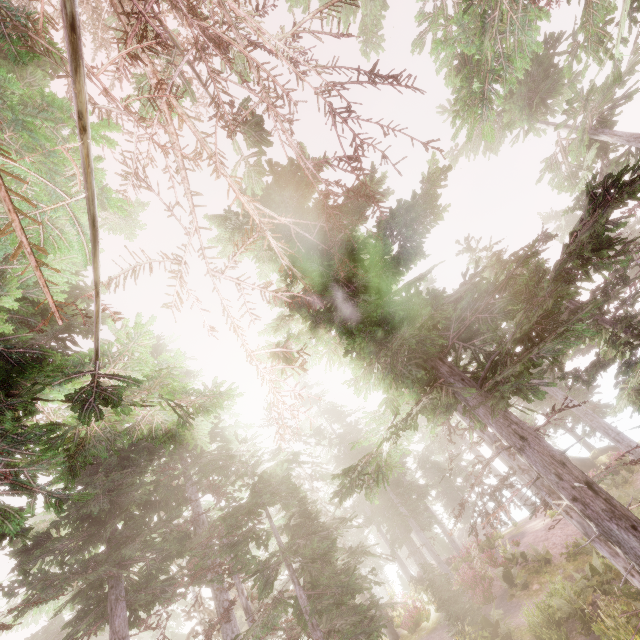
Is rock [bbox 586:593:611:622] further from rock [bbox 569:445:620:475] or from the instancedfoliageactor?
rock [bbox 569:445:620:475]

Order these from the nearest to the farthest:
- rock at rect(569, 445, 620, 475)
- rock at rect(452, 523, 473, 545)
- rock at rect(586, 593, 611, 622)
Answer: rock at rect(586, 593, 611, 622), rock at rect(569, 445, 620, 475), rock at rect(452, 523, 473, 545)

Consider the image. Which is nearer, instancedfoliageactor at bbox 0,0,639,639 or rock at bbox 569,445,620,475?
instancedfoliageactor at bbox 0,0,639,639

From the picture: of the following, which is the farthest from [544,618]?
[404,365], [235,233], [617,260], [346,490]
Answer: [235,233]

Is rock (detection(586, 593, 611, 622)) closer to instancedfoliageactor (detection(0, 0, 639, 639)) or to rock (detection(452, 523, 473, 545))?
instancedfoliageactor (detection(0, 0, 639, 639))

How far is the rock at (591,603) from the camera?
10.9 meters

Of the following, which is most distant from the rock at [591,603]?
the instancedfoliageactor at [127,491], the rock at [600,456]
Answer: the rock at [600,456]

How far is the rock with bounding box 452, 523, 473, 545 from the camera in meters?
44.1
